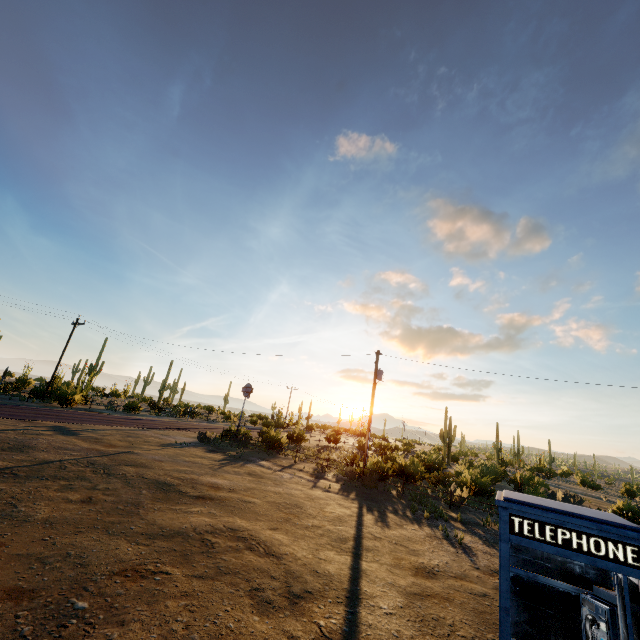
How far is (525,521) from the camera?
2.66m
